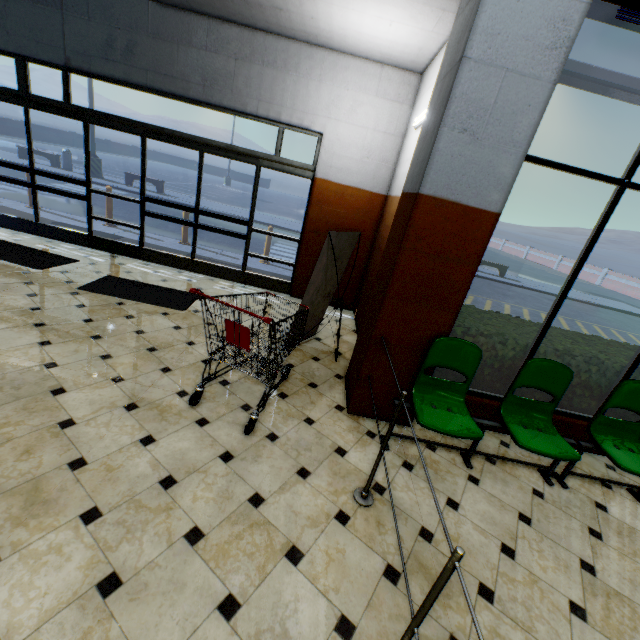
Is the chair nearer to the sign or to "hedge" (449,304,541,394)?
"hedge" (449,304,541,394)

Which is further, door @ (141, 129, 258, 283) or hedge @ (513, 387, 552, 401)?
door @ (141, 129, 258, 283)

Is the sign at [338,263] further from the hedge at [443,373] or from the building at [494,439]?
the hedge at [443,373]

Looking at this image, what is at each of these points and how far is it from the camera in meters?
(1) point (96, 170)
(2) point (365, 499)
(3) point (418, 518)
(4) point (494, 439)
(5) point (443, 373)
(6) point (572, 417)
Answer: (1) lamp post, 15.9
(2) rail, 2.4
(3) building, 2.4
(4) building, 3.6
(5) hedge, 3.7
(6) building, 3.7

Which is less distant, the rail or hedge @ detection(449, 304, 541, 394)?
the rail

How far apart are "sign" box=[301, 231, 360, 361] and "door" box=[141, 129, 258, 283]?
2.25m

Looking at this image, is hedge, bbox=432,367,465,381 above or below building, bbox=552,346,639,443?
above

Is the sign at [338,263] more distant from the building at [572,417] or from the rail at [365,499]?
the rail at [365,499]
